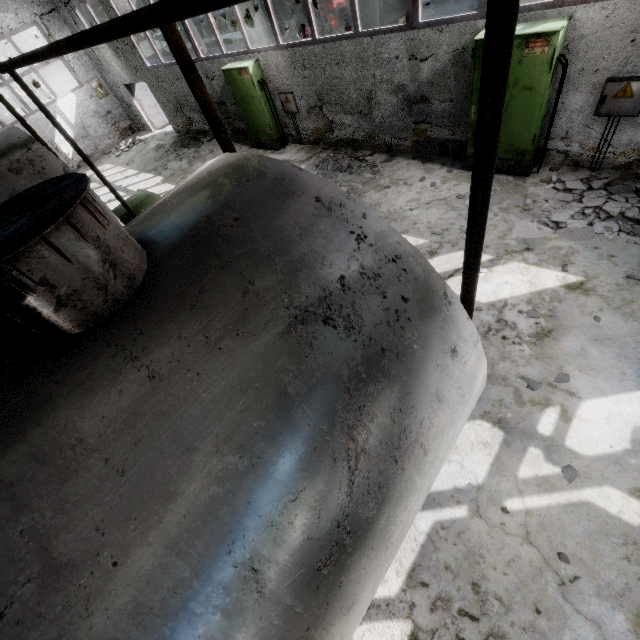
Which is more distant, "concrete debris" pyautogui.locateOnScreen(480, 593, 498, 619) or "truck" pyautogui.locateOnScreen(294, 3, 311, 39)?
"truck" pyautogui.locateOnScreen(294, 3, 311, 39)

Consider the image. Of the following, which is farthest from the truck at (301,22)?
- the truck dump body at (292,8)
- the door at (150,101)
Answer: the door at (150,101)

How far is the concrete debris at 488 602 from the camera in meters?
3.2

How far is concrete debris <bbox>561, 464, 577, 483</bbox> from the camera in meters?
3.6 m

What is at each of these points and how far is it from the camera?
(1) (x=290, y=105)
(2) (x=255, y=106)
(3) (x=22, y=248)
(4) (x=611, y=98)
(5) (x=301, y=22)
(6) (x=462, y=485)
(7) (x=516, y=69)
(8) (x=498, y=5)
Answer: (1) power box, 10.0m
(2) power box, 10.3m
(3) boiler tank, 1.3m
(4) power box, 5.5m
(5) truck, 17.4m
(6) concrete debris, 3.9m
(7) power box, 5.7m
(8) pipe holder, 1.3m

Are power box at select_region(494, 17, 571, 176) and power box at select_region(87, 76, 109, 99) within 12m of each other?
no

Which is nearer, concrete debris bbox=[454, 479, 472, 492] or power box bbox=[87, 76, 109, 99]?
concrete debris bbox=[454, 479, 472, 492]

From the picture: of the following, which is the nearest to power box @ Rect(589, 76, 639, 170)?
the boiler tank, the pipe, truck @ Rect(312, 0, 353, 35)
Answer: the boiler tank
